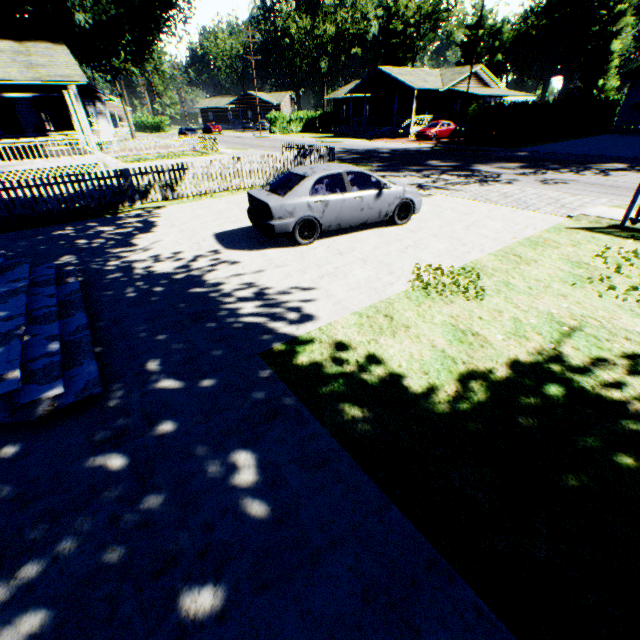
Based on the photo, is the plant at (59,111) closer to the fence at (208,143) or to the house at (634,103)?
the fence at (208,143)

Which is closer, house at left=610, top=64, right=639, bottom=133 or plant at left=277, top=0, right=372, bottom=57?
house at left=610, top=64, right=639, bottom=133

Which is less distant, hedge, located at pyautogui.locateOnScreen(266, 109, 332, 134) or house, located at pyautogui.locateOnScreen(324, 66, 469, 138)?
house, located at pyautogui.locateOnScreen(324, 66, 469, 138)

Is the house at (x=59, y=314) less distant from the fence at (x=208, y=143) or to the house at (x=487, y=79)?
the fence at (x=208, y=143)

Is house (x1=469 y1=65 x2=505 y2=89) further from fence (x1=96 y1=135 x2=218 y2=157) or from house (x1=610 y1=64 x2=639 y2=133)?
fence (x1=96 y1=135 x2=218 y2=157)

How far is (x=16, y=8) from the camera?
22.6m

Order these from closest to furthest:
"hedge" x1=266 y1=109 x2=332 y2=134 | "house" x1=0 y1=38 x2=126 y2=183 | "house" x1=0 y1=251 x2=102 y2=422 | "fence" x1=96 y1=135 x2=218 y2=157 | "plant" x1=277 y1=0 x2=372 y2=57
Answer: "house" x1=0 y1=251 x2=102 y2=422
"house" x1=0 y1=38 x2=126 y2=183
"fence" x1=96 y1=135 x2=218 y2=157
"hedge" x1=266 y1=109 x2=332 y2=134
"plant" x1=277 y1=0 x2=372 y2=57

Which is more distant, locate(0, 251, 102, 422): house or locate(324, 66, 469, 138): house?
locate(324, 66, 469, 138): house
